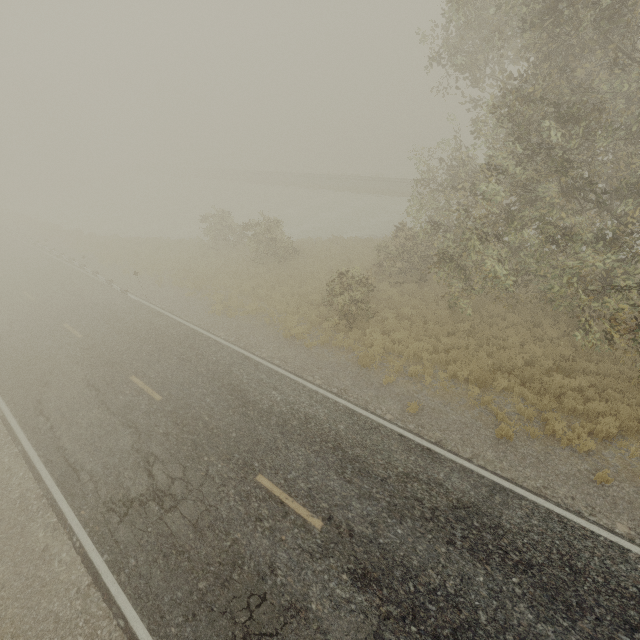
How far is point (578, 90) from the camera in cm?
926
